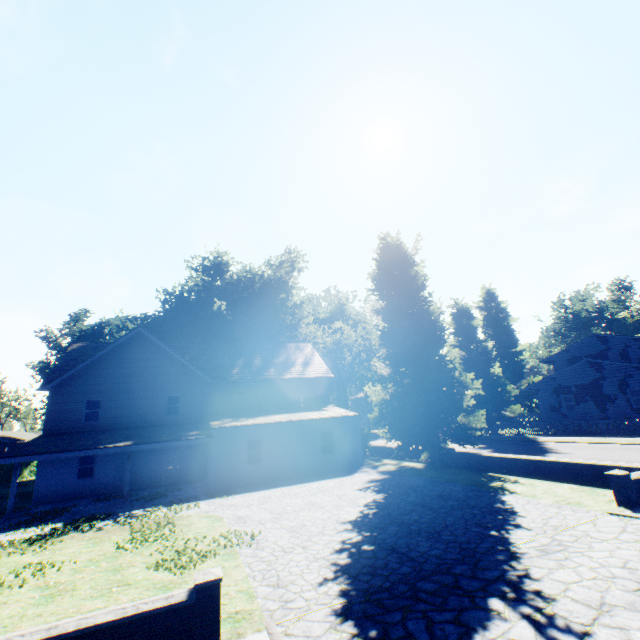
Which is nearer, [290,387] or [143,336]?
[143,336]

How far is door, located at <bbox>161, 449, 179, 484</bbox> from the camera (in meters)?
22.27

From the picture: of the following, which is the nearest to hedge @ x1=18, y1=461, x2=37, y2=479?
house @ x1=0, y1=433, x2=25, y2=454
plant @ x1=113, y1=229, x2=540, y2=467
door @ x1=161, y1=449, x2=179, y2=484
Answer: plant @ x1=113, y1=229, x2=540, y2=467

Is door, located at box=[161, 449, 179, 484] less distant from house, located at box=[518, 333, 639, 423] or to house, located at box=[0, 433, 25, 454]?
house, located at box=[518, 333, 639, 423]

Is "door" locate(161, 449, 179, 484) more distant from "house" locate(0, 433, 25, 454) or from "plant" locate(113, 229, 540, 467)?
"house" locate(0, 433, 25, 454)

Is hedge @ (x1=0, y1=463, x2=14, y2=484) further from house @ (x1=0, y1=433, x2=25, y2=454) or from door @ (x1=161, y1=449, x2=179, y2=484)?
door @ (x1=161, y1=449, x2=179, y2=484)

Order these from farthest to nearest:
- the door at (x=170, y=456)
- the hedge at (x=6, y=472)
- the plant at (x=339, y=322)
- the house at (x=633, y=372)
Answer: the hedge at (x=6, y=472), the house at (x=633, y=372), the door at (x=170, y=456), the plant at (x=339, y=322)

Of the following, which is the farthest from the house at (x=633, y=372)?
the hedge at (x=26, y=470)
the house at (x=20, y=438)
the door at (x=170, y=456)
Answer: the house at (x=20, y=438)
